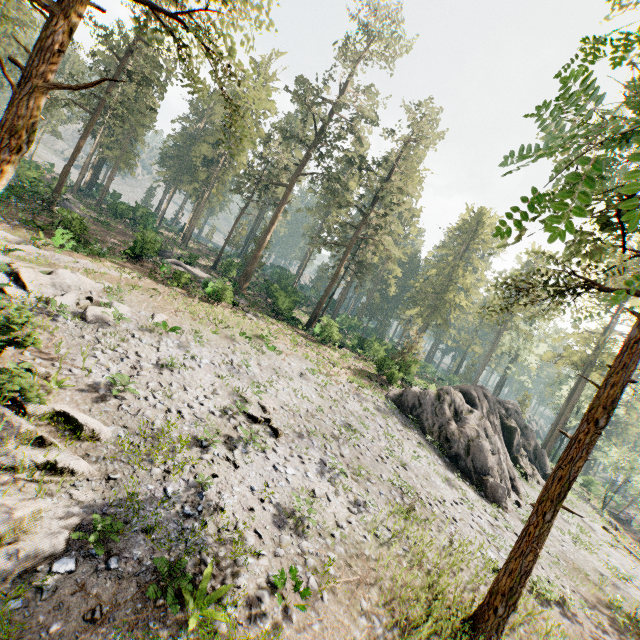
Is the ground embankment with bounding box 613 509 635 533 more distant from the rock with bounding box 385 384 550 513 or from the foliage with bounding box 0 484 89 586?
the rock with bounding box 385 384 550 513

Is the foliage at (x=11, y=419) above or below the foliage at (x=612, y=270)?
below

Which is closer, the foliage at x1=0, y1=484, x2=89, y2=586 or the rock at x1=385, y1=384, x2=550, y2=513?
the foliage at x1=0, y1=484, x2=89, y2=586

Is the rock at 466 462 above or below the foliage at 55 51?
below

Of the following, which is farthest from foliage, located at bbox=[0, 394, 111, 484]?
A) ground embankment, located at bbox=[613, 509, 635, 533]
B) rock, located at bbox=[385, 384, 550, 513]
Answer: ground embankment, located at bbox=[613, 509, 635, 533]

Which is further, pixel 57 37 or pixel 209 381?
pixel 209 381

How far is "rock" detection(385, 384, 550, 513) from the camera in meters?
22.4
